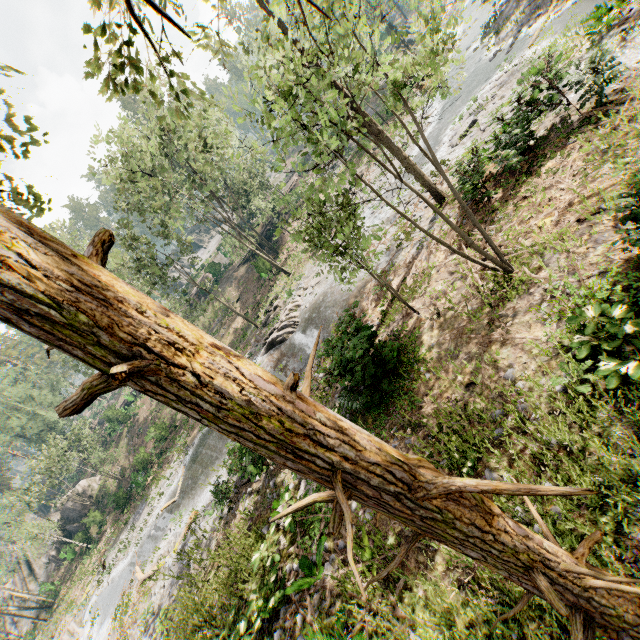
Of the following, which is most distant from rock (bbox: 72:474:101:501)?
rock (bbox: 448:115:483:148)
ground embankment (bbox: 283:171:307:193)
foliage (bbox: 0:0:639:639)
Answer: rock (bbox: 448:115:483:148)

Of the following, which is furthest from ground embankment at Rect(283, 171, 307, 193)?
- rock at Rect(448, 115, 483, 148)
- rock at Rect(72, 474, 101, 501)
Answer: rock at Rect(72, 474, 101, 501)

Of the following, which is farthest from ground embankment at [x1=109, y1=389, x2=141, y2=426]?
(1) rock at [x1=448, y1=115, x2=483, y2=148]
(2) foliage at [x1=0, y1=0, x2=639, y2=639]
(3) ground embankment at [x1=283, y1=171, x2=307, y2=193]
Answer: (1) rock at [x1=448, y1=115, x2=483, y2=148]

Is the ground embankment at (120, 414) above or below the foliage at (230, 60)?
below

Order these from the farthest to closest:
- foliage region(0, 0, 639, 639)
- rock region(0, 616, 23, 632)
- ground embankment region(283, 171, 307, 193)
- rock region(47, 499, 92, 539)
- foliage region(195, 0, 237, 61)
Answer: ground embankment region(283, 171, 307, 193), rock region(0, 616, 23, 632), rock region(47, 499, 92, 539), foliage region(195, 0, 237, 61), foliage region(0, 0, 639, 639)

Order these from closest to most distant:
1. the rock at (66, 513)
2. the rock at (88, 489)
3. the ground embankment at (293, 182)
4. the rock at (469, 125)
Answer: the rock at (469, 125) < the rock at (66, 513) < the rock at (88, 489) < the ground embankment at (293, 182)

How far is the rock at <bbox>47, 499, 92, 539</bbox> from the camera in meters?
38.9

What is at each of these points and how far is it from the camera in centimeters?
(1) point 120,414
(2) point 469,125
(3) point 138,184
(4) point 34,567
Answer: (1) ground embankment, 4453cm
(2) rock, 1730cm
(3) foliage, 2258cm
(4) rock, 4203cm
